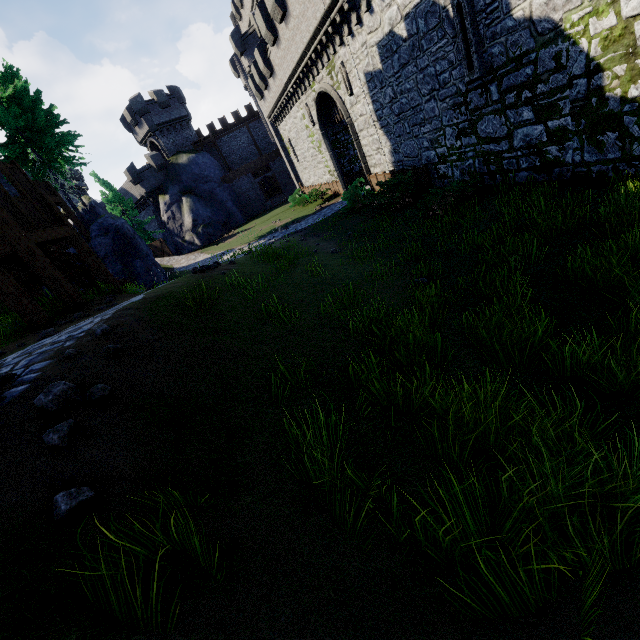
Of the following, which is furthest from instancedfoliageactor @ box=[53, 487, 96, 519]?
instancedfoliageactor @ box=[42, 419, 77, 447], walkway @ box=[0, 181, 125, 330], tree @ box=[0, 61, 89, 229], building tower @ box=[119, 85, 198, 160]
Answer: building tower @ box=[119, 85, 198, 160]

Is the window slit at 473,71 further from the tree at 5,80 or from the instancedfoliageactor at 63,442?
the tree at 5,80

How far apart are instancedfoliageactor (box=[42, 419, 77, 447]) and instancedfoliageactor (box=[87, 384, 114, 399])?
0.20m

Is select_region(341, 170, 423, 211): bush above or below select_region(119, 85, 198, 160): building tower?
below

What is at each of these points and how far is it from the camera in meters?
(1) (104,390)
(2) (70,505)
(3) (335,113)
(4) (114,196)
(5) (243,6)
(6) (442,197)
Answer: (1) instancedfoliageactor, 3.2
(2) instancedfoliageactor, 2.2
(3) gate, 21.1
(4) tree, 35.8
(5) building tower, 39.6
(6) bush, 10.9

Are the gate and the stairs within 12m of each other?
no

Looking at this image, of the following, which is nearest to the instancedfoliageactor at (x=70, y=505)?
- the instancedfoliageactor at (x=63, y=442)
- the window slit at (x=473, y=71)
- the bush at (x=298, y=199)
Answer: the instancedfoliageactor at (x=63, y=442)

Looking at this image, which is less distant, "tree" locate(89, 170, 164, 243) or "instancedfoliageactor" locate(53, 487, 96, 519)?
"instancedfoliageactor" locate(53, 487, 96, 519)
